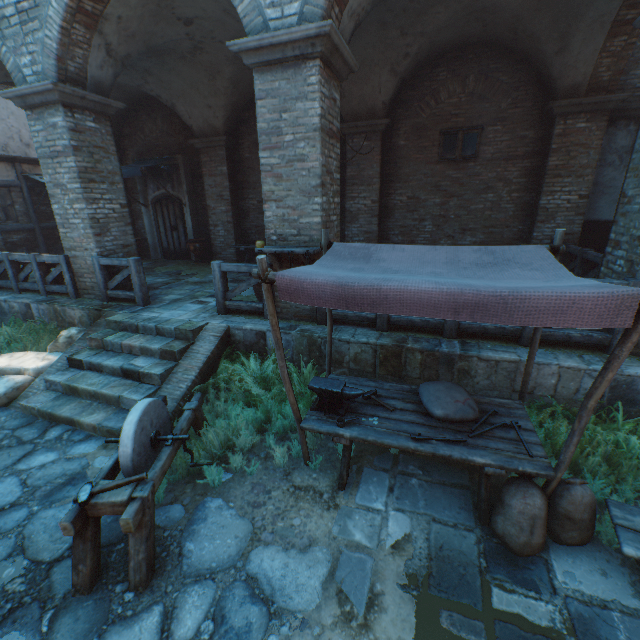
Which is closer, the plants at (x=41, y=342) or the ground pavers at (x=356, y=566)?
the ground pavers at (x=356, y=566)

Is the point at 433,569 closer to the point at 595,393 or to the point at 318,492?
the point at 318,492

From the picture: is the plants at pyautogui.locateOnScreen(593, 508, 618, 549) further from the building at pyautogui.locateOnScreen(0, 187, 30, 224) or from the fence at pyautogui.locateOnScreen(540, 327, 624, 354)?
the building at pyautogui.locateOnScreen(0, 187, 30, 224)

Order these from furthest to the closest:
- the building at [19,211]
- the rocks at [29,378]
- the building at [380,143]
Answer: the building at [19,211] → the rocks at [29,378] → the building at [380,143]

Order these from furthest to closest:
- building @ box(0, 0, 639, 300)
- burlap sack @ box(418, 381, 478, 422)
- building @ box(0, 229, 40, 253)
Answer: building @ box(0, 229, 40, 253), building @ box(0, 0, 639, 300), burlap sack @ box(418, 381, 478, 422)

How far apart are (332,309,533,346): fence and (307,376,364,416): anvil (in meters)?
1.79

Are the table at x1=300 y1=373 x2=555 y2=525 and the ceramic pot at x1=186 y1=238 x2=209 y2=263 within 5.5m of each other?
no

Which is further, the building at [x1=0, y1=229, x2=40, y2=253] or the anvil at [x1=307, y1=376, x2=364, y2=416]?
the building at [x1=0, y1=229, x2=40, y2=253]
